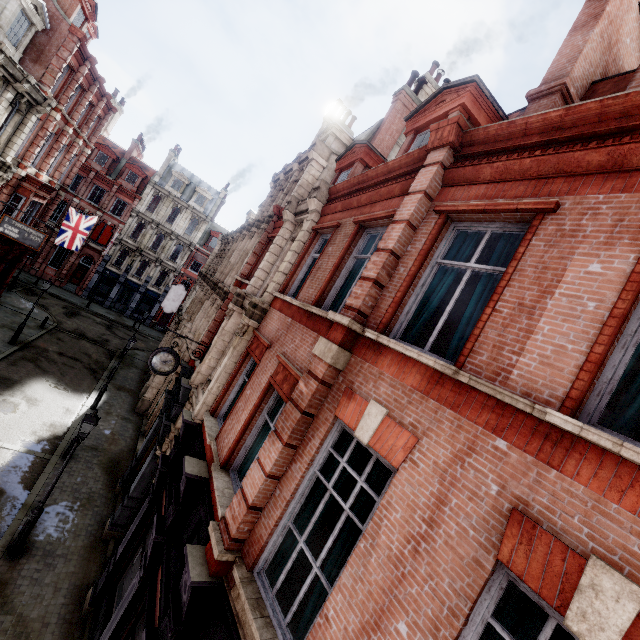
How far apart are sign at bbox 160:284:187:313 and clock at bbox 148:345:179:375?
14.8 meters

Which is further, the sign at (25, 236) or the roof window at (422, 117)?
the sign at (25, 236)

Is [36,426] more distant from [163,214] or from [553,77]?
[163,214]

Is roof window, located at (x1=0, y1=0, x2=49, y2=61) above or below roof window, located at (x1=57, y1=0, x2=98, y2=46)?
below

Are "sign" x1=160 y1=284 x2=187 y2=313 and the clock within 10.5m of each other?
no

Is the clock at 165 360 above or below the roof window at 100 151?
below

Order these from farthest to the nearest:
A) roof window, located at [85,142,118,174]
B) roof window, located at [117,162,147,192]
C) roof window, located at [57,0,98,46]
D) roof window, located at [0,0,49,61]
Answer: roof window, located at [117,162,147,192] → roof window, located at [85,142,118,174] → roof window, located at [57,0,98,46] → roof window, located at [0,0,49,61]

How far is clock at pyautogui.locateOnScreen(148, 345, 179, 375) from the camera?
11.3 meters
